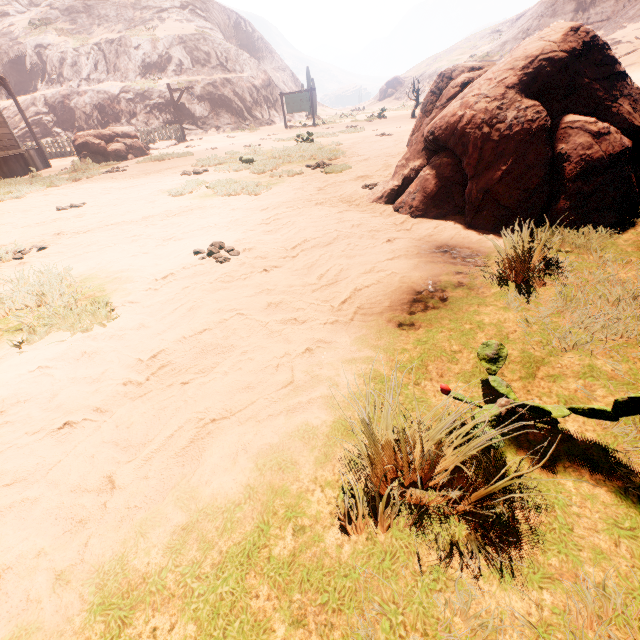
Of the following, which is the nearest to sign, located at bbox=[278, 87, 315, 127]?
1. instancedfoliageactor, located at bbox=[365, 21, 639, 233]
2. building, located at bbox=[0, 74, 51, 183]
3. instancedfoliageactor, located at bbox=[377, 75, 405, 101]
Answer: building, located at bbox=[0, 74, 51, 183]

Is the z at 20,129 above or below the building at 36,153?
above

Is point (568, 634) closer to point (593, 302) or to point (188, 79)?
point (593, 302)

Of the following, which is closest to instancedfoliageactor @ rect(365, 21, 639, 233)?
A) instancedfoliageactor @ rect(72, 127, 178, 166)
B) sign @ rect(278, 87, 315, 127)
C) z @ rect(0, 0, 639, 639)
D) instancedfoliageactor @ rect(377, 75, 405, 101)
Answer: z @ rect(0, 0, 639, 639)

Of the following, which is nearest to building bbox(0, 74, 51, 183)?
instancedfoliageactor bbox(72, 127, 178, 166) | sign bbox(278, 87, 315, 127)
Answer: instancedfoliageactor bbox(72, 127, 178, 166)

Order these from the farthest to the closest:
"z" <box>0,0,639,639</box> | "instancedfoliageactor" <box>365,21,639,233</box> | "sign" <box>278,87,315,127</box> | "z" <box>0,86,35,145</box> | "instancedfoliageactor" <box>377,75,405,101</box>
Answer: "instancedfoliageactor" <box>377,75,405,101</box>, "sign" <box>278,87,315,127</box>, "z" <box>0,86,35,145</box>, "instancedfoliageactor" <box>365,21,639,233</box>, "z" <box>0,0,639,639</box>

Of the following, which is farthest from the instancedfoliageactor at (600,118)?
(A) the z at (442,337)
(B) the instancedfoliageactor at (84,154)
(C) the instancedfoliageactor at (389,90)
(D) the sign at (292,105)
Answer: (C) the instancedfoliageactor at (389,90)

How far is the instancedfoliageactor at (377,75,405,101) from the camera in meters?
46.2 m
